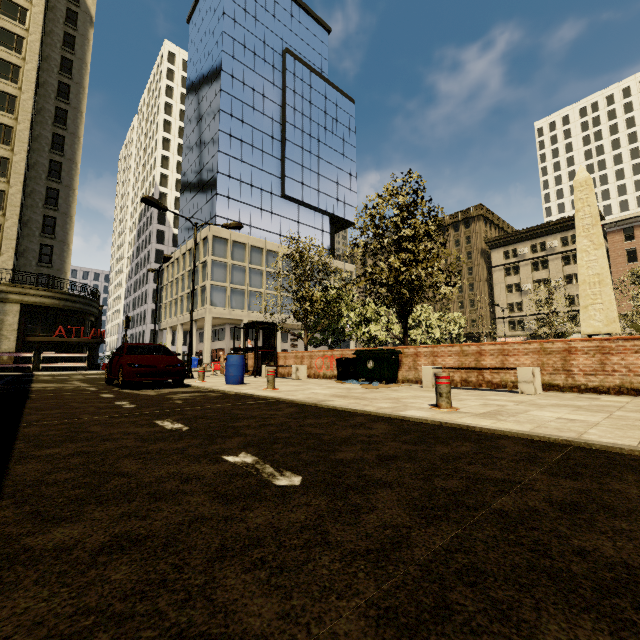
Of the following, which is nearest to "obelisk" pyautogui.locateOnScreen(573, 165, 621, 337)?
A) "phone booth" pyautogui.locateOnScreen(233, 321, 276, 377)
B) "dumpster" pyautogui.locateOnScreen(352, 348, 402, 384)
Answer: "dumpster" pyautogui.locateOnScreen(352, 348, 402, 384)

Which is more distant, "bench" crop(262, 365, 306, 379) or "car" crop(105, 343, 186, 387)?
"bench" crop(262, 365, 306, 379)

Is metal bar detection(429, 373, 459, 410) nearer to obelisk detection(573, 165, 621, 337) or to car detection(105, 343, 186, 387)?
car detection(105, 343, 186, 387)

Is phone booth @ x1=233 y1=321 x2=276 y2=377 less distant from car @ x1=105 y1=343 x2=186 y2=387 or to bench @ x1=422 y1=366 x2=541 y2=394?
car @ x1=105 y1=343 x2=186 y2=387

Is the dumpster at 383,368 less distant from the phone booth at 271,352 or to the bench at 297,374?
the bench at 297,374

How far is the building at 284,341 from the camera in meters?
43.1 m

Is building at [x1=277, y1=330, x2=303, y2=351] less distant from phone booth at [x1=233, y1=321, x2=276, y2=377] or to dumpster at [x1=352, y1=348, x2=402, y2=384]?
phone booth at [x1=233, y1=321, x2=276, y2=377]

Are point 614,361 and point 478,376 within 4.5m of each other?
yes
